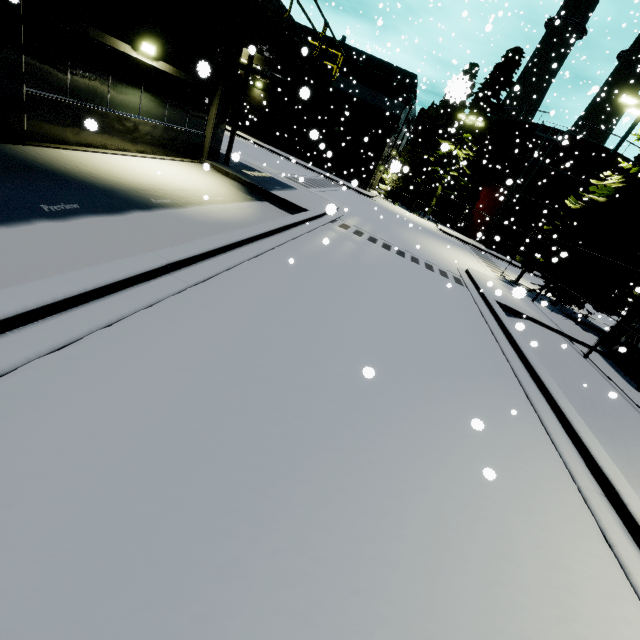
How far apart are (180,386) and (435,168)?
37.6 meters

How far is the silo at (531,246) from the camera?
33.9m

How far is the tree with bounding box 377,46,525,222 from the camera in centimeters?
3039cm

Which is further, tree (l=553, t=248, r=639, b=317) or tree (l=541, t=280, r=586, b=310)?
tree (l=541, t=280, r=586, b=310)

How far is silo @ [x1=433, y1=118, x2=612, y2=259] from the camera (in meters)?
30.55

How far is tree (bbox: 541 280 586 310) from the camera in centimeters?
1658cm

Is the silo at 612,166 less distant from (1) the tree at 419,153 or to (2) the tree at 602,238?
(2) the tree at 602,238

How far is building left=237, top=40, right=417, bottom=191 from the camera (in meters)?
30.48
